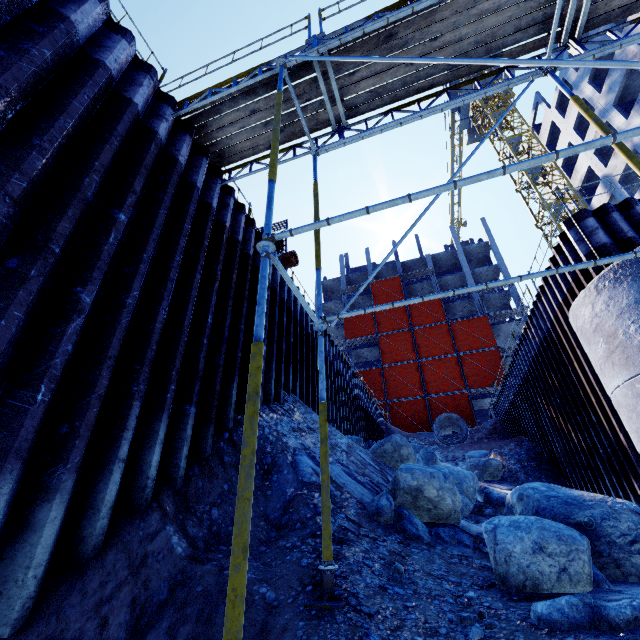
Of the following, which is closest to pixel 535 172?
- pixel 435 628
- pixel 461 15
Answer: pixel 461 15

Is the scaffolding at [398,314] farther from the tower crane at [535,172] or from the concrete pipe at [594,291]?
the tower crane at [535,172]

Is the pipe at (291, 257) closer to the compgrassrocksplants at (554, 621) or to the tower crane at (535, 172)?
the compgrassrocksplants at (554, 621)

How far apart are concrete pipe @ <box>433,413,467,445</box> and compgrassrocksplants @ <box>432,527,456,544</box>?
17.8 meters

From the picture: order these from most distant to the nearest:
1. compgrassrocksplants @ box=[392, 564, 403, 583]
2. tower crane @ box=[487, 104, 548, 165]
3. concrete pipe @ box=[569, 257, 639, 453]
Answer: tower crane @ box=[487, 104, 548, 165] → concrete pipe @ box=[569, 257, 639, 453] → compgrassrocksplants @ box=[392, 564, 403, 583]

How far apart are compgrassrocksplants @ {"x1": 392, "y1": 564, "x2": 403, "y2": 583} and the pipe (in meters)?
7.93

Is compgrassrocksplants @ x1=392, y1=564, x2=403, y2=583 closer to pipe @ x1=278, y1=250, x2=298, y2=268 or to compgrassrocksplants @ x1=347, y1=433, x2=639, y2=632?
compgrassrocksplants @ x1=347, y1=433, x2=639, y2=632

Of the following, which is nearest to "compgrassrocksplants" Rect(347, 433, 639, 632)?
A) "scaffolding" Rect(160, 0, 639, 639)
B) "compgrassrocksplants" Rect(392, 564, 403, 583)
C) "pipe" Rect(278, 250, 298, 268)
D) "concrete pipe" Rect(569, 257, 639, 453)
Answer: "concrete pipe" Rect(569, 257, 639, 453)
